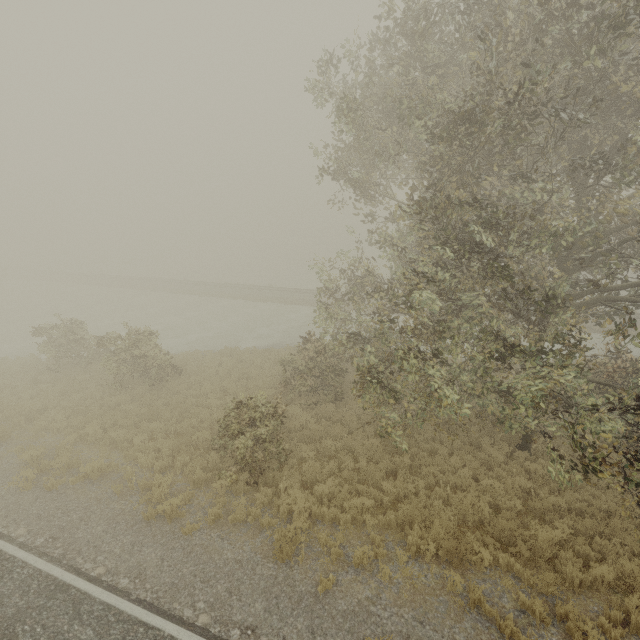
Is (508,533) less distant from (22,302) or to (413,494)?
(413,494)
